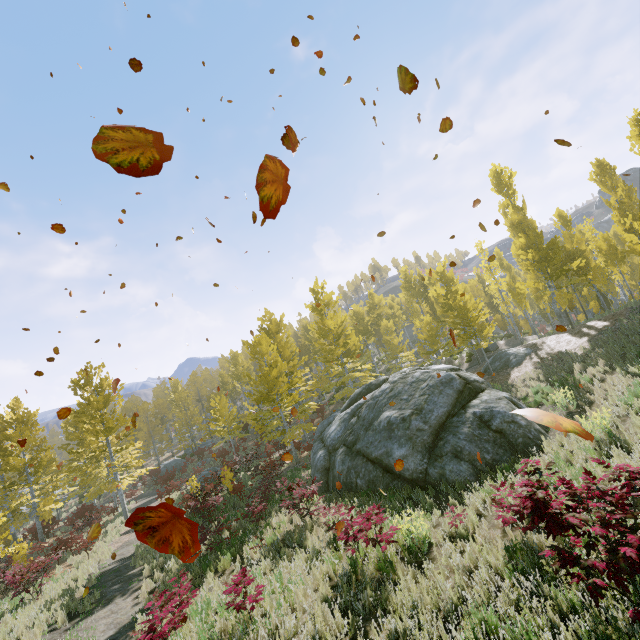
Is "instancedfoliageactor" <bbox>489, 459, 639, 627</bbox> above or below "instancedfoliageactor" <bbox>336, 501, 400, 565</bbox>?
above

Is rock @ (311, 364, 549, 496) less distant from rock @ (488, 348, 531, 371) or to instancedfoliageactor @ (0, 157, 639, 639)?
instancedfoliageactor @ (0, 157, 639, 639)

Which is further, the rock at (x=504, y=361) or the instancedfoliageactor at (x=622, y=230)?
the rock at (x=504, y=361)

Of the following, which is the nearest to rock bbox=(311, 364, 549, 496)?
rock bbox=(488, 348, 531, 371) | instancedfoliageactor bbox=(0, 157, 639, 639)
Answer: instancedfoliageactor bbox=(0, 157, 639, 639)

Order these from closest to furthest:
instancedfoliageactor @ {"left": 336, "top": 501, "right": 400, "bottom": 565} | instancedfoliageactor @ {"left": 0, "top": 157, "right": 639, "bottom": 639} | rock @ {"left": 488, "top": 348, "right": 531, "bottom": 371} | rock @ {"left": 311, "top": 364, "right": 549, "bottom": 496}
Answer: instancedfoliageactor @ {"left": 336, "top": 501, "right": 400, "bottom": 565} → rock @ {"left": 311, "top": 364, "right": 549, "bottom": 496} → instancedfoliageactor @ {"left": 0, "top": 157, "right": 639, "bottom": 639} → rock @ {"left": 488, "top": 348, "right": 531, "bottom": 371}

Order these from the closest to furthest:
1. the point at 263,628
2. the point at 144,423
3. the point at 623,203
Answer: the point at 263,628 → the point at 623,203 → the point at 144,423

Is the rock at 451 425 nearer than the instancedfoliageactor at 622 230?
Yes
